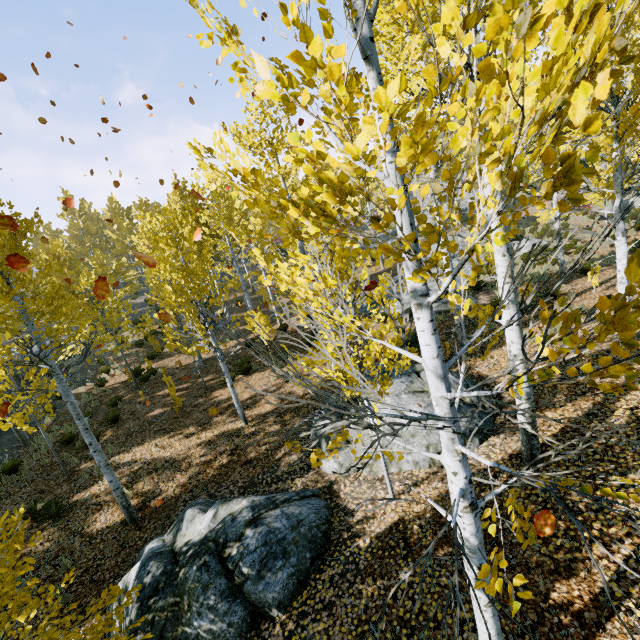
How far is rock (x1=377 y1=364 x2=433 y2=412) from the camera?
6.88m

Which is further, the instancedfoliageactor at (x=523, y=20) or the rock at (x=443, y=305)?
the rock at (x=443, y=305)

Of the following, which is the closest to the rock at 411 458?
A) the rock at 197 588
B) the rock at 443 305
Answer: the rock at 197 588

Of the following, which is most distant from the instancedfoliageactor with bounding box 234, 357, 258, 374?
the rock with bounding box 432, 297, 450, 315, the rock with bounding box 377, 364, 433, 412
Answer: the rock with bounding box 377, 364, 433, 412

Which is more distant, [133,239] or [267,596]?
[133,239]

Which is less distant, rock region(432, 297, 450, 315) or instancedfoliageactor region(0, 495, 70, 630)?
instancedfoliageactor region(0, 495, 70, 630)

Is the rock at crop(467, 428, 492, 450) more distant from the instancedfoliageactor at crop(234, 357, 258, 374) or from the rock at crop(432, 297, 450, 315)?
the rock at crop(432, 297, 450, 315)
